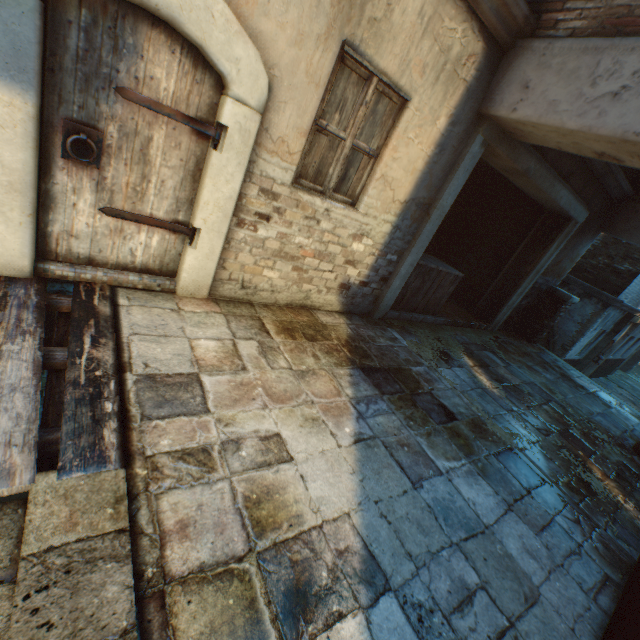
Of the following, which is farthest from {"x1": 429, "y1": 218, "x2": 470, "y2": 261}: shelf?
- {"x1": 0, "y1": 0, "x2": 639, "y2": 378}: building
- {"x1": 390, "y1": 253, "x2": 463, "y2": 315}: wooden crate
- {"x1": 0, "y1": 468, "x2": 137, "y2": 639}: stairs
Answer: {"x1": 0, "y1": 468, "x2": 137, "y2": 639}: stairs

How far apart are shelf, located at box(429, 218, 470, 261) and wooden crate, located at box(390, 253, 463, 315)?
1.46m

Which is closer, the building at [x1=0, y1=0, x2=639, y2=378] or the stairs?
the stairs

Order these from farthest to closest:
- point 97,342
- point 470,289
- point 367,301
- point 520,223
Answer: point 470,289
point 520,223
point 367,301
point 97,342

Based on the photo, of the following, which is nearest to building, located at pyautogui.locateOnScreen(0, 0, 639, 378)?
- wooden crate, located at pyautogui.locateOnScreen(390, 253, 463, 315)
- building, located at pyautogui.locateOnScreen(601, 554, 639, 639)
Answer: wooden crate, located at pyautogui.locateOnScreen(390, 253, 463, 315)

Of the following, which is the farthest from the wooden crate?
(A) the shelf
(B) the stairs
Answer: (B) the stairs

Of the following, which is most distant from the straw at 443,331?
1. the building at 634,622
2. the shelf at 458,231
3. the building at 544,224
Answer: the shelf at 458,231

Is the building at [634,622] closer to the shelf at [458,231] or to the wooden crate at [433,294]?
the wooden crate at [433,294]
